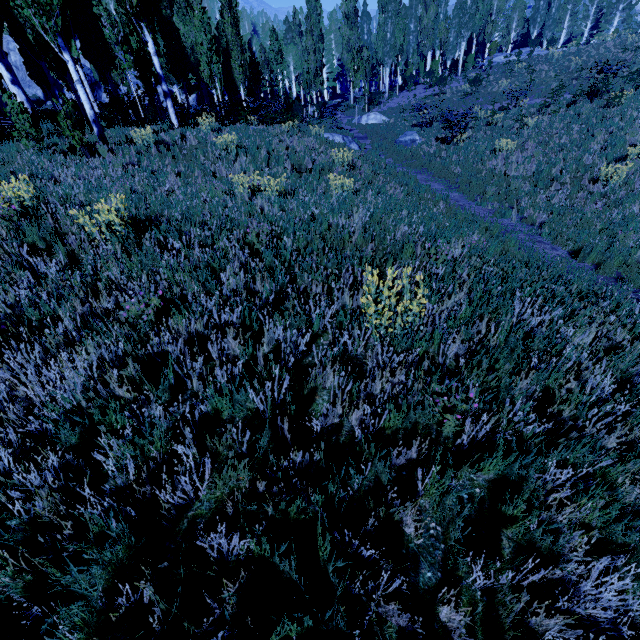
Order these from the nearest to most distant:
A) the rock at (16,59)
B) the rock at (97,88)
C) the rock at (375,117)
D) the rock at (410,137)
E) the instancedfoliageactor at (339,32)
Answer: the instancedfoliageactor at (339,32) → the rock at (410,137) → the rock at (375,117) → the rock at (16,59) → the rock at (97,88)

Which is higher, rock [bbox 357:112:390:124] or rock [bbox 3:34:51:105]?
rock [bbox 3:34:51:105]

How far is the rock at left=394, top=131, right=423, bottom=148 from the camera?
18.44m

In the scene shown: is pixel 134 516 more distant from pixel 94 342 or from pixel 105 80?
pixel 105 80

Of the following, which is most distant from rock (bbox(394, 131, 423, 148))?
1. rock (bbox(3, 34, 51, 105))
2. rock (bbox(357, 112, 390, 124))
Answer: rock (bbox(3, 34, 51, 105))

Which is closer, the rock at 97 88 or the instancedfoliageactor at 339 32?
the instancedfoliageactor at 339 32

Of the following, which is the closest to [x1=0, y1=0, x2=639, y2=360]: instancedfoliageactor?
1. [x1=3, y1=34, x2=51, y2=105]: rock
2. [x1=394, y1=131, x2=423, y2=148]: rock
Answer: [x1=3, y1=34, x2=51, y2=105]: rock

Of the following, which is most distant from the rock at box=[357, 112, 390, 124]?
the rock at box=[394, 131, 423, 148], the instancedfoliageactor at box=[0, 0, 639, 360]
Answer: the rock at box=[394, 131, 423, 148]
